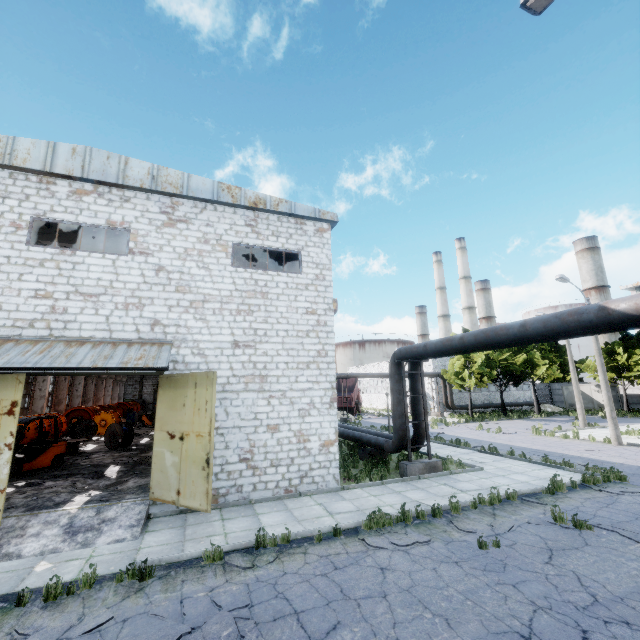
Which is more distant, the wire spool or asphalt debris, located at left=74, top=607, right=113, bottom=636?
the wire spool

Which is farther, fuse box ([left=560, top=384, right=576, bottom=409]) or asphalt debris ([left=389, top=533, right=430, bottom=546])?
fuse box ([left=560, top=384, right=576, bottom=409])

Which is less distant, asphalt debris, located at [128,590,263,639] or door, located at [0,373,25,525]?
asphalt debris, located at [128,590,263,639]

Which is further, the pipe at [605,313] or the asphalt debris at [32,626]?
the pipe at [605,313]

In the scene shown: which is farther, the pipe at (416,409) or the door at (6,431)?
the pipe at (416,409)

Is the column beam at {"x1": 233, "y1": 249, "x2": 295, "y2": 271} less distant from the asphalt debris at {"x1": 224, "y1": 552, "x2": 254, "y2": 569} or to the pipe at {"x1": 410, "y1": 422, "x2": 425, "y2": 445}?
the pipe at {"x1": 410, "y1": 422, "x2": 425, "y2": 445}

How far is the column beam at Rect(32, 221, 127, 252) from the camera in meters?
14.5 m

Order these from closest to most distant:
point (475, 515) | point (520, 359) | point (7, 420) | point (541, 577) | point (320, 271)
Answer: point (541, 577) → point (7, 420) → point (475, 515) → point (320, 271) → point (520, 359)
